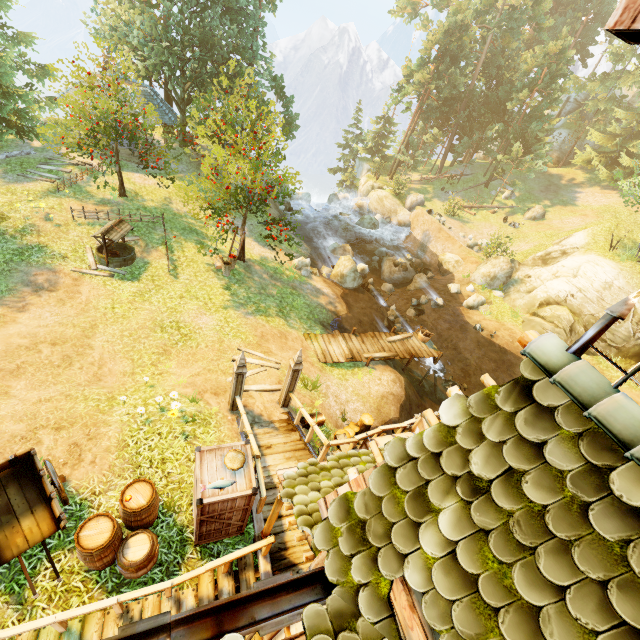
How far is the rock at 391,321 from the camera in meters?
19.4

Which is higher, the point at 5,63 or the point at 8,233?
the point at 5,63

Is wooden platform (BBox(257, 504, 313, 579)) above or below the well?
above

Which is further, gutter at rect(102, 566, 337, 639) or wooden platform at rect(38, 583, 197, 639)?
wooden platform at rect(38, 583, 197, 639)

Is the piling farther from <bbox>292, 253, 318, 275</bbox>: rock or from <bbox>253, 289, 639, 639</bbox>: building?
<bbox>292, 253, 318, 275</bbox>: rock

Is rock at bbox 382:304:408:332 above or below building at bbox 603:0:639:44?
below

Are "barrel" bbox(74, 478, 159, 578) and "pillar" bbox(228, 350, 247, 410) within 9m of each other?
yes

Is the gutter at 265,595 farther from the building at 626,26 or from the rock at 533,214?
the rock at 533,214
